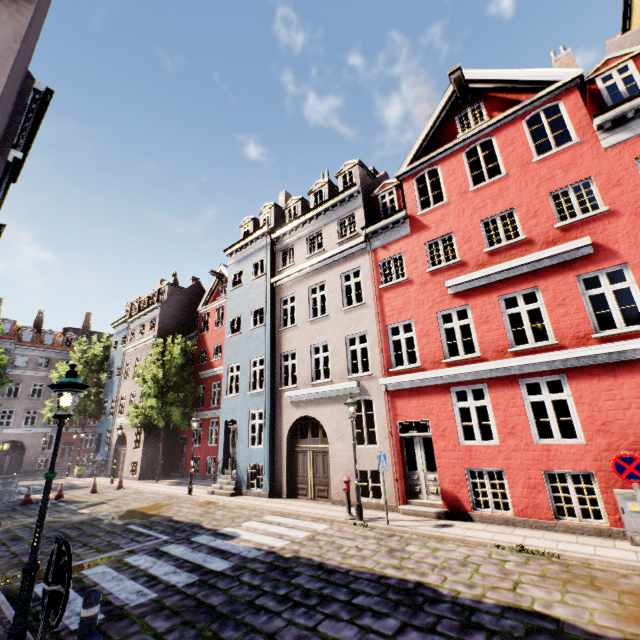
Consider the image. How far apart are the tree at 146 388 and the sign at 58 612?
22.8m

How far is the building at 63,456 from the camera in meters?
36.8

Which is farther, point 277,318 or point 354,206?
point 277,318

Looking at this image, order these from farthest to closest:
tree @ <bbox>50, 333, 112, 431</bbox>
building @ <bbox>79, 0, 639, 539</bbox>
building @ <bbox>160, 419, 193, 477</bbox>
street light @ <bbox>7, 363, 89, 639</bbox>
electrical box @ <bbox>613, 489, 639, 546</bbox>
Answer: tree @ <bbox>50, 333, 112, 431</bbox>, building @ <bbox>160, 419, 193, 477</bbox>, building @ <bbox>79, 0, 639, 539</bbox>, electrical box @ <bbox>613, 489, 639, 546</bbox>, street light @ <bbox>7, 363, 89, 639</bbox>

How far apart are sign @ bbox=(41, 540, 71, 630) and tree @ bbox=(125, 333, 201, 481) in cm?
2284

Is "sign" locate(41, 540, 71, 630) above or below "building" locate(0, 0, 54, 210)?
below

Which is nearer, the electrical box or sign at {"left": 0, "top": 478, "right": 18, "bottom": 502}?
the electrical box

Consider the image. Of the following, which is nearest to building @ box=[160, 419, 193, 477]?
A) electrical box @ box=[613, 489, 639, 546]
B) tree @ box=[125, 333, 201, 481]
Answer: electrical box @ box=[613, 489, 639, 546]
